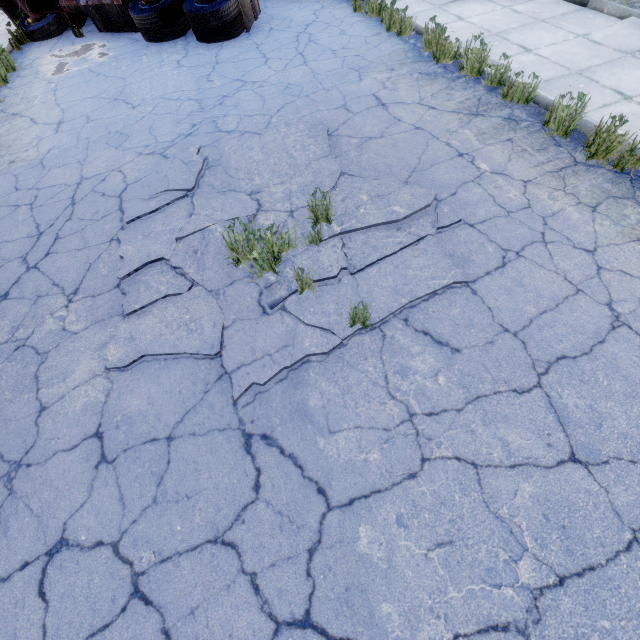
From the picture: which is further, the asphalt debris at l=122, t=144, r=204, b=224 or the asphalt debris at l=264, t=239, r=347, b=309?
the asphalt debris at l=122, t=144, r=204, b=224

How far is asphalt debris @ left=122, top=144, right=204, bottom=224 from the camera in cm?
414

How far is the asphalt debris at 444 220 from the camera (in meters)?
3.42

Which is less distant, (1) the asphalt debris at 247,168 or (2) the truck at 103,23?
(1) the asphalt debris at 247,168

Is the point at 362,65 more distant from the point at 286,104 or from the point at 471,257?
the point at 471,257

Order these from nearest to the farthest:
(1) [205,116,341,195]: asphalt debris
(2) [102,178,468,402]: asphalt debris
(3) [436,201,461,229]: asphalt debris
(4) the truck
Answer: (2) [102,178,468,402]: asphalt debris
(3) [436,201,461,229]: asphalt debris
(1) [205,116,341,195]: asphalt debris
(4) the truck

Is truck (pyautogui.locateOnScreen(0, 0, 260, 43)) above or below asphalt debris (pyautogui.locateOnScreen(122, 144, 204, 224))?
above
